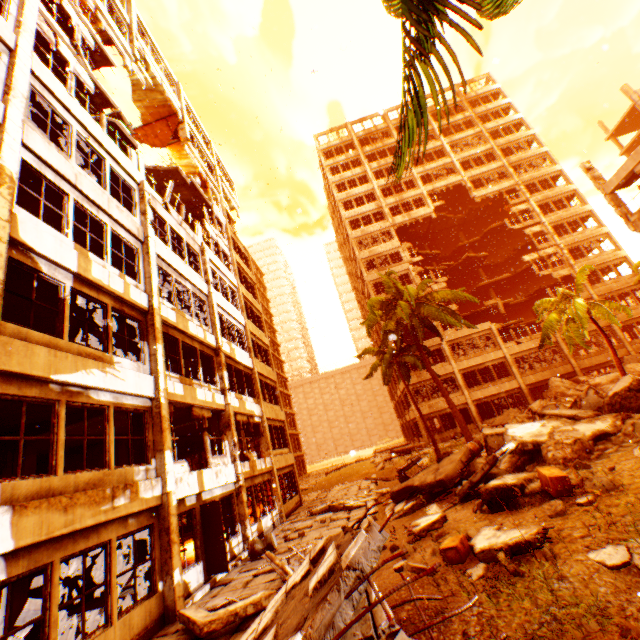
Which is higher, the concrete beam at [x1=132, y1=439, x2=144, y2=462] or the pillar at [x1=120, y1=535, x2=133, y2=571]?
the concrete beam at [x1=132, y1=439, x2=144, y2=462]

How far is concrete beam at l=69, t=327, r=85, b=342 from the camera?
11.3m

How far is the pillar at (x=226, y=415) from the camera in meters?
13.0

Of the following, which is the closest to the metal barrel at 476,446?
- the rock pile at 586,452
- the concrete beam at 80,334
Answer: the rock pile at 586,452

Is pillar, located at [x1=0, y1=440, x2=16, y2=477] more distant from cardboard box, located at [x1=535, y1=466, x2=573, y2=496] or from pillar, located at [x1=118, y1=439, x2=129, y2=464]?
cardboard box, located at [x1=535, y1=466, x2=573, y2=496]

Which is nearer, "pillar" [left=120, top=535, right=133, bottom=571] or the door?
the door

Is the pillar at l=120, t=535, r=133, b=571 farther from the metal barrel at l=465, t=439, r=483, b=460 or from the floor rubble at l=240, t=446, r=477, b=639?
the metal barrel at l=465, t=439, r=483, b=460

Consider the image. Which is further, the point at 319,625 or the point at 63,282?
the point at 63,282
